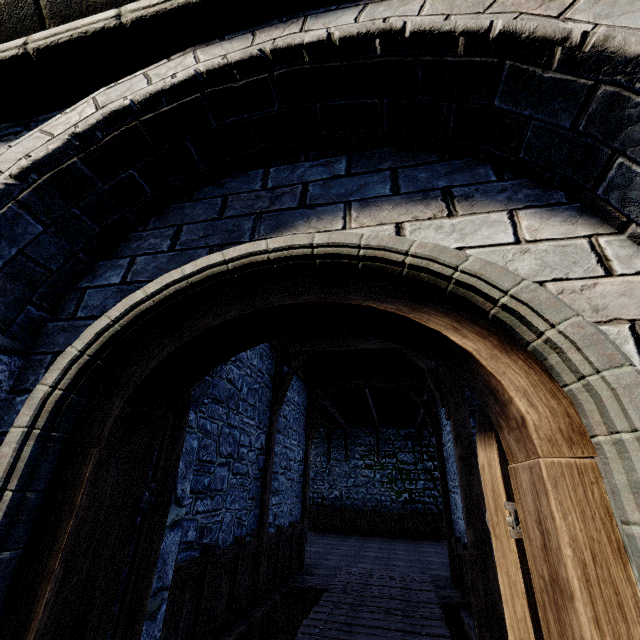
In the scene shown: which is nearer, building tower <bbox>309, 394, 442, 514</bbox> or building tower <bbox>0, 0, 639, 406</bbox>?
building tower <bbox>0, 0, 639, 406</bbox>

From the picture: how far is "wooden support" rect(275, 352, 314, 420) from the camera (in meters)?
7.25

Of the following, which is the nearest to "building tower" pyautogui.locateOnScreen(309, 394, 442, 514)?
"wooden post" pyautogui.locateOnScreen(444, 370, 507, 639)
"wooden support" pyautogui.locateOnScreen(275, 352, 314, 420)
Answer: "wooden post" pyautogui.locateOnScreen(444, 370, 507, 639)

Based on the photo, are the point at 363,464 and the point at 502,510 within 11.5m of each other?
no

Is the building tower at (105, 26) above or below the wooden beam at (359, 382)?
below

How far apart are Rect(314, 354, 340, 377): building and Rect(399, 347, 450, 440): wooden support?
0.5 meters

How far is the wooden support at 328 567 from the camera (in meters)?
8.02

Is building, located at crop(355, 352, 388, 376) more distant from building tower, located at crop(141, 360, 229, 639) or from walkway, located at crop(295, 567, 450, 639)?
walkway, located at crop(295, 567, 450, 639)
